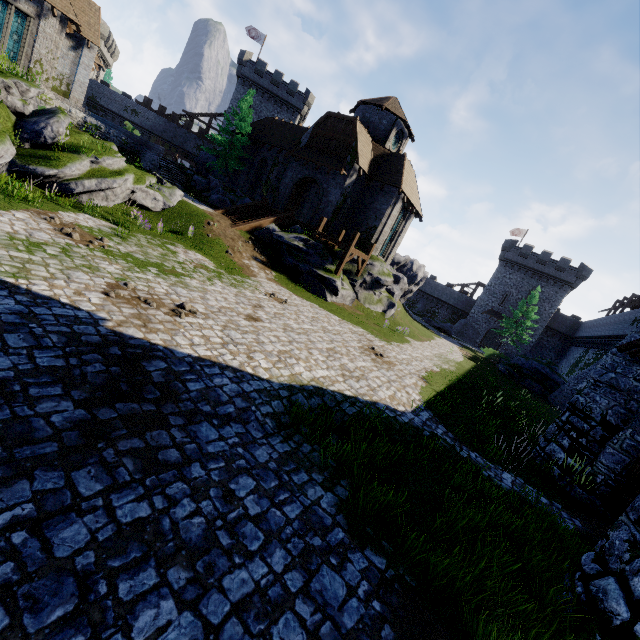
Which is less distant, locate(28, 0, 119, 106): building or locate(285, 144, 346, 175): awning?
locate(28, 0, 119, 106): building

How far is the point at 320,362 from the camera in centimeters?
1012cm

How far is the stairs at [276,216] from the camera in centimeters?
2212cm

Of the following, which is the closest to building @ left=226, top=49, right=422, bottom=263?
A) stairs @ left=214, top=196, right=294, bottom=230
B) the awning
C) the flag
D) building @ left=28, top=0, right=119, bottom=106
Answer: the awning

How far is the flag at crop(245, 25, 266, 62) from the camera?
45.9m

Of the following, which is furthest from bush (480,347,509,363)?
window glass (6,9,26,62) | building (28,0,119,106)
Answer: window glass (6,9,26,62)

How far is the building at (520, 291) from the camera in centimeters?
4591cm

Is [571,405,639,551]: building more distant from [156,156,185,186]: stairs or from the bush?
[156,156,185,186]: stairs
